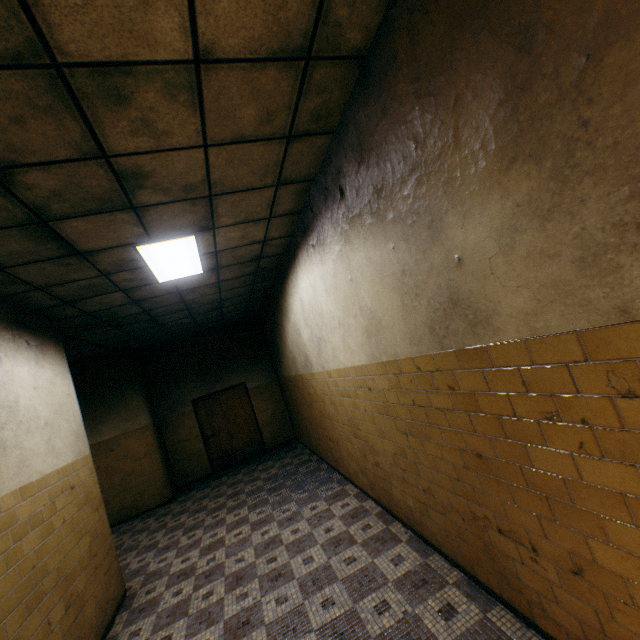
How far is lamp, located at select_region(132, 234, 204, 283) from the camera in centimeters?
362cm

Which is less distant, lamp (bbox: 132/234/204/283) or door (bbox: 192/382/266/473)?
lamp (bbox: 132/234/204/283)

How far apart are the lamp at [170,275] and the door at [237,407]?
5.66m

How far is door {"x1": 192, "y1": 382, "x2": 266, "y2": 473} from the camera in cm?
937

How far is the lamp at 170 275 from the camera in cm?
362

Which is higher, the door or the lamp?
the lamp

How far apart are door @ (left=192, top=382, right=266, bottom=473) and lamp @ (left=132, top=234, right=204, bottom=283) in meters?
5.7 m

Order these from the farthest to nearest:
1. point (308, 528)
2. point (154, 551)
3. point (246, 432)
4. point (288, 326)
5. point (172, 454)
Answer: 1. point (246, 432)
2. point (172, 454)
3. point (288, 326)
4. point (154, 551)
5. point (308, 528)
